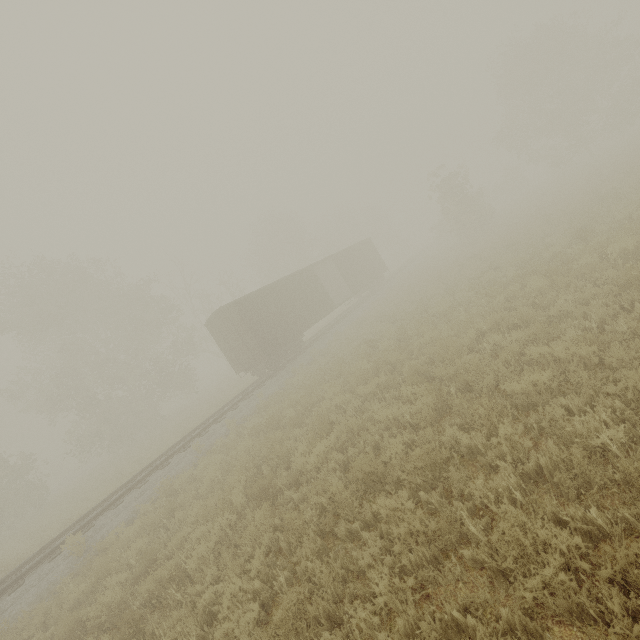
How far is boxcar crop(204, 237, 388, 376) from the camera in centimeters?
1798cm

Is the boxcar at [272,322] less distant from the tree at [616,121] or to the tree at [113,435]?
the tree at [113,435]

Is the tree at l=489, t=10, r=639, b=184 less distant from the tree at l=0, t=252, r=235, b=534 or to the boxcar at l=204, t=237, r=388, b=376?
the boxcar at l=204, t=237, r=388, b=376

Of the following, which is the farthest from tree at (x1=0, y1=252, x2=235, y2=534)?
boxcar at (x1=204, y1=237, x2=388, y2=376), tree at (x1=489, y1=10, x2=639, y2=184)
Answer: tree at (x1=489, y1=10, x2=639, y2=184)

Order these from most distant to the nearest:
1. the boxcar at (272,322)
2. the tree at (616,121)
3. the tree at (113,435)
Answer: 1. the tree at (616,121)
2. the tree at (113,435)
3. the boxcar at (272,322)

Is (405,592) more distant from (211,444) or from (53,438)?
(53,438)

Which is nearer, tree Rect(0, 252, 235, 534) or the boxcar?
the boxcar
